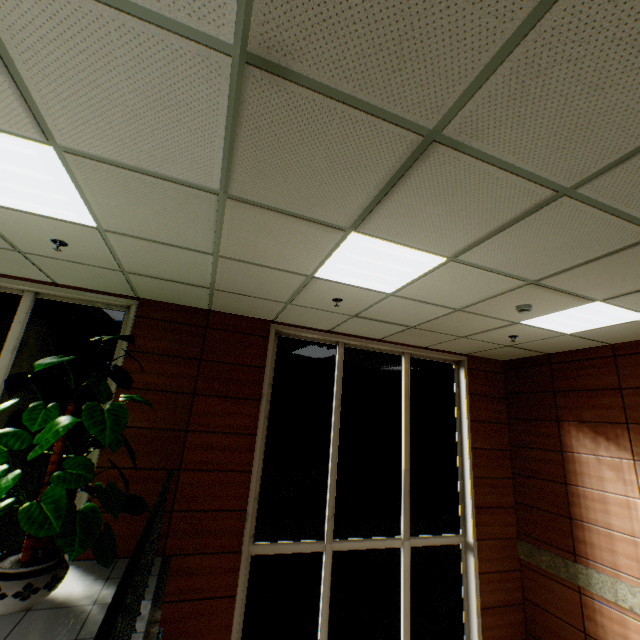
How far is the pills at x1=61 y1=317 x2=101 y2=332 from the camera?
3.26m

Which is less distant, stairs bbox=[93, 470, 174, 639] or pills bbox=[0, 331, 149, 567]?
stairs bbox=[93, 470, 174, 639]

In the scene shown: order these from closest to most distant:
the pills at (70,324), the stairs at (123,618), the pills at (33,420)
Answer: the stairs at (123,618) < the pills at (33,420) < the pills at (70,324)

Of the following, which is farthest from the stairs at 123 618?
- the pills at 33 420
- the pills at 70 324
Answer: the pills at 70 324

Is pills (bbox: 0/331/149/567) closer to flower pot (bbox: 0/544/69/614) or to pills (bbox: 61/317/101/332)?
flower pot (bbox: 0/544/69/614)

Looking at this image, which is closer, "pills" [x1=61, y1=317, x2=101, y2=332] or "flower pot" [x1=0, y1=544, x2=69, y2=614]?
"flower pot" [x1=0, y1=544, x2=69, y2=614]

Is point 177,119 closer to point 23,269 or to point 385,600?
point 23,269

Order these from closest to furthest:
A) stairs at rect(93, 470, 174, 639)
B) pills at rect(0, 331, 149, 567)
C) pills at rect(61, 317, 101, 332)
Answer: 1. stairs at rect(93, 470, 174, 639)
2. pills at rect(0, 331, 149, 567)
3. pills at rect(61, 317, 101, 332)
